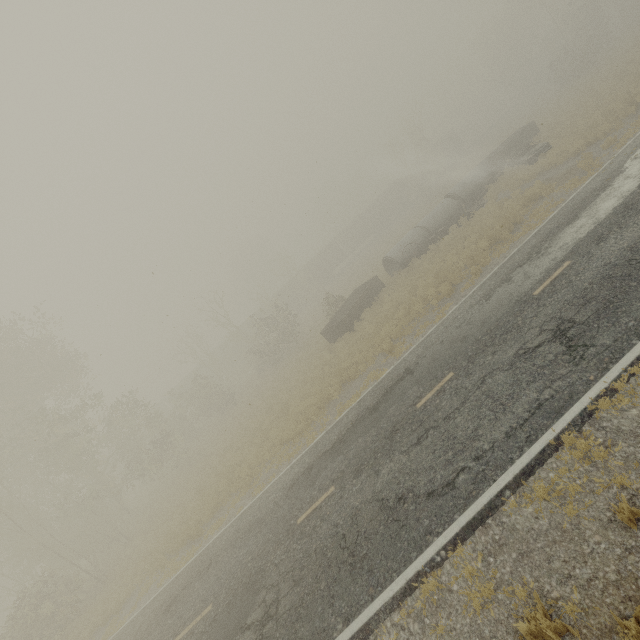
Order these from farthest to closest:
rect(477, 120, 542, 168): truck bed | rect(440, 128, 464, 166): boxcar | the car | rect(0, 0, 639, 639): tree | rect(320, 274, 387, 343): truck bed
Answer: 1. rect(440, 128, 464, 166): boxcar
2. rect(477, 120, 542, 168): truck bed
3. rect(320, 274, 387, 343): truck bed
4. the car
5. rect(0, 0, 639, 639): tree

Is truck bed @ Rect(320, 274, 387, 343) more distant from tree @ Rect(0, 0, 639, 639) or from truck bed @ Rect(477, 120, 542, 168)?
truck bed @ Rect(477, 120, 542, 168)

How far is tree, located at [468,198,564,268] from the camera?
14.3m

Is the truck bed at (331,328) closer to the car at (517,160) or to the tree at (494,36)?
the tree at (494,36)

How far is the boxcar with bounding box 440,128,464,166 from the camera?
56.78m

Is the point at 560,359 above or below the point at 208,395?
below

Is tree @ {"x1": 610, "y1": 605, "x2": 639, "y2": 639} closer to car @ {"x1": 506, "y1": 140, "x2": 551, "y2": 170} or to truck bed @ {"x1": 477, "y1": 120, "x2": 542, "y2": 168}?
car @ {"x1": 506, "y1": 140, "x2": 551, "y2": 170}

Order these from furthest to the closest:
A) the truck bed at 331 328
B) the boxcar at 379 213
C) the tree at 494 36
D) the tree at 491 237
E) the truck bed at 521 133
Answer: the boxcar at 379 213
the truck bed at 521 133
the truck bed at 331 328
the tree at 494 36
the tree at 491 237
